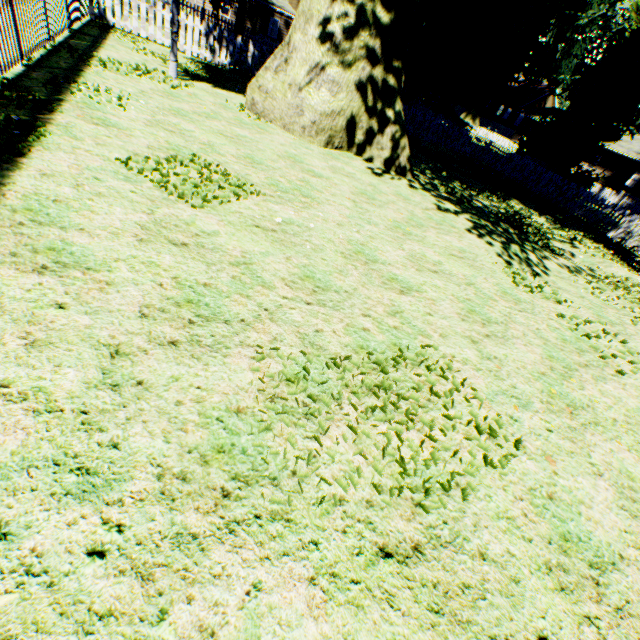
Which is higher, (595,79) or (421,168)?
(595,79)

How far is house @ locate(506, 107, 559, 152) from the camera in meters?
43.3 m

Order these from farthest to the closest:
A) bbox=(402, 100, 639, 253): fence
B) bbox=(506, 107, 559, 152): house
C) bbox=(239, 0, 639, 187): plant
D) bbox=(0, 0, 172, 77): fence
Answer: bbox=(506, 107, 559, 152): house
bbox=(402, 100, 639, 253): fence
bbox=(239, 0, 639, 187): plant
bbox=(0, 0, 172, 77): fence

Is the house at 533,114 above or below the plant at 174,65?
above

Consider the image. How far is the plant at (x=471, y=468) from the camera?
2.57m

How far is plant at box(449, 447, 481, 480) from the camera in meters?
2.6 m

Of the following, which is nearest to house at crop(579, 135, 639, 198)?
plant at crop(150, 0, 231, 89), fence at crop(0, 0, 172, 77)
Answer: fence at crop(0, 0, 172, 77)

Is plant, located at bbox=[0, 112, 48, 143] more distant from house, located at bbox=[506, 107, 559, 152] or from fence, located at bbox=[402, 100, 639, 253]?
house, located at bbox=[506, 107, 559, 152]
